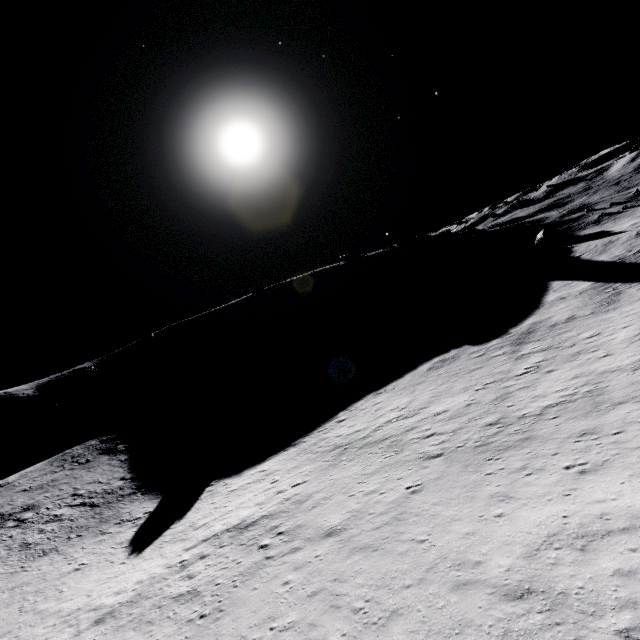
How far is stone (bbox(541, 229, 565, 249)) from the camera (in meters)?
58.38

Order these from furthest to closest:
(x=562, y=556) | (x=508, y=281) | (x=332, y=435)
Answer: (x=508, y=281), (x=332, y=435), (x=562, y=556)

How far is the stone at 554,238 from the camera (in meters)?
58.38
